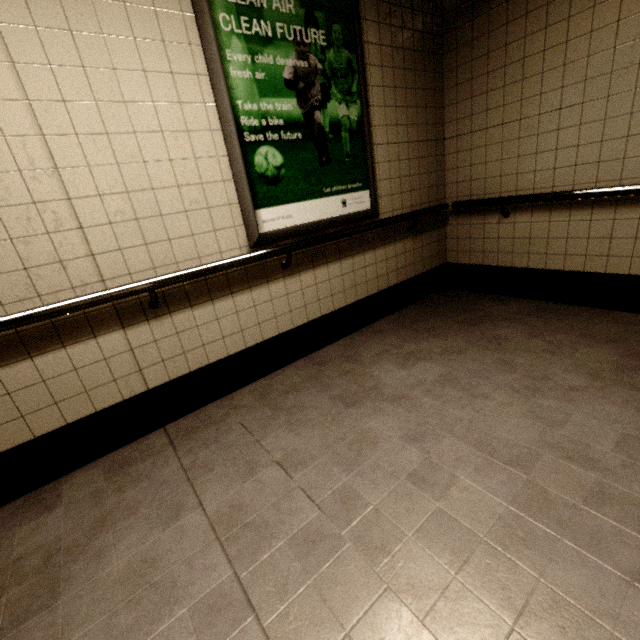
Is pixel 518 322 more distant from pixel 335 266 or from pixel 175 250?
pixel 175 250

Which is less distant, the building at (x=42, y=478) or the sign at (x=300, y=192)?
the building at (x=42, y=478)

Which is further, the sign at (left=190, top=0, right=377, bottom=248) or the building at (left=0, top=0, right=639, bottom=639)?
the sign at (left=190, top=0, right=377, bottom=248)
